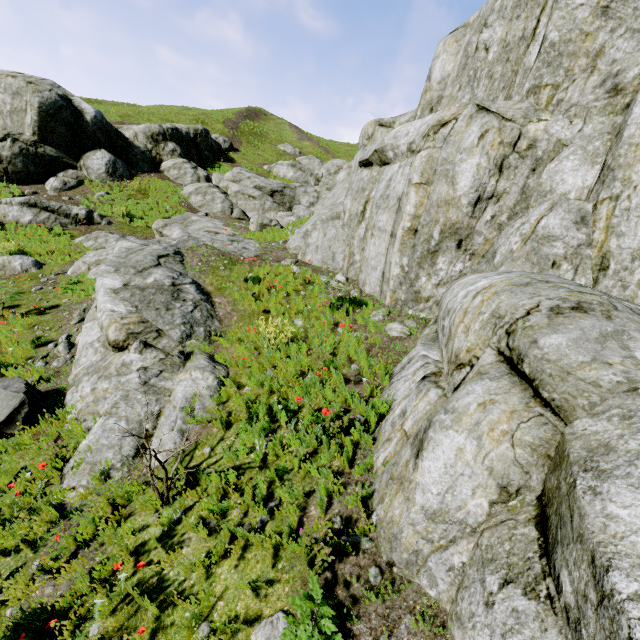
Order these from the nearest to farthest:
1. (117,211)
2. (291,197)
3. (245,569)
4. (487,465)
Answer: (487,465), (245,569), (117,211), (291,197)

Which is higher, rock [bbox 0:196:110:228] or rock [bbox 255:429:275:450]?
rock [bbox 0:196:110:228]

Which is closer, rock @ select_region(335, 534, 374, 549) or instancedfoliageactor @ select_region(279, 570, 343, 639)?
instancedfoliageactor @ select_region(279, 570, 343, 639)

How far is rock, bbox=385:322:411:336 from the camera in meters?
7.0 m

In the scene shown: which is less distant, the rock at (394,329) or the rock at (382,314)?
the rock at (394,329)

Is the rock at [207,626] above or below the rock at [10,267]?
above

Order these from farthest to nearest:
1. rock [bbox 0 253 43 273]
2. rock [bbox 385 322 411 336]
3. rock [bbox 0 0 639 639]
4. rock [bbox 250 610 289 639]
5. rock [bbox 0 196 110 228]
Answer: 1. rock [bbox 0 196 110 228]
2. rock [bbox 0 253 43 273]
3. rock [bbox 385 322 411 336]
4. rock [bbox 250 610 289 639]
5. rock [bbox 0 0 639 639]
